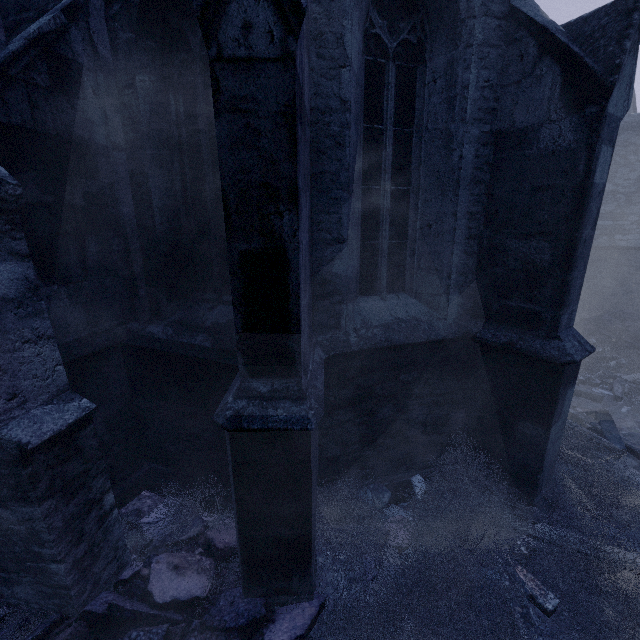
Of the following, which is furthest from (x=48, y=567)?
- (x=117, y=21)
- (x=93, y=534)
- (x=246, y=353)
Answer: (x=117, y=21)

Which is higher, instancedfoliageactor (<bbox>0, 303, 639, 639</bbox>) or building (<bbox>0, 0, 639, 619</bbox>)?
building (<bbox>0, 0, 639, 619</bbox>)

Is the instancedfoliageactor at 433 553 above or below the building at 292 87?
below
